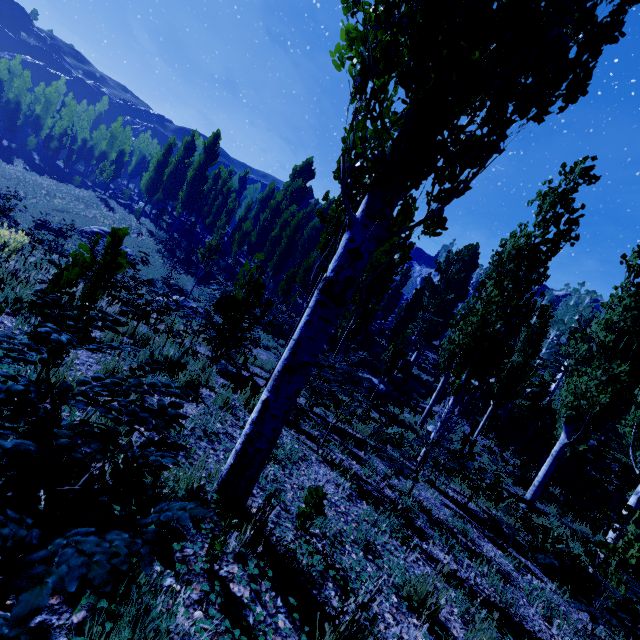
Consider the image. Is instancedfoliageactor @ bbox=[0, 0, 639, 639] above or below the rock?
above

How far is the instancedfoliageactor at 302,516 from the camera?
2.62m

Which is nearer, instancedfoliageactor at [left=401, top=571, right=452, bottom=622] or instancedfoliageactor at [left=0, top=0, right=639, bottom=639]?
instancedfoliageactor at [left=0, top=0, right=639, bottom=639]

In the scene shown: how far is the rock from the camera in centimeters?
1989cm

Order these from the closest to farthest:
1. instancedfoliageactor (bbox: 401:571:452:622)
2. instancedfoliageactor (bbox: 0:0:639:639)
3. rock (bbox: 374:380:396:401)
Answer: instancedfoliageactor (bbox: 0:0:639:639) → instancedfoliageactor (bbox: 401:571:452:622) → rock (bbox: 374:380:396:401)

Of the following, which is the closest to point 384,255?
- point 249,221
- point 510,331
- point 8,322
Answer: point 510,331

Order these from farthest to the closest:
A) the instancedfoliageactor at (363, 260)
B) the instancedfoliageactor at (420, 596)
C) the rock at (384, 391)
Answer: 1. the rock at (384, 391)
2. the instancedfoliageactor at (420, 596)
3. the instancedfoliageactor at (363, 260)
